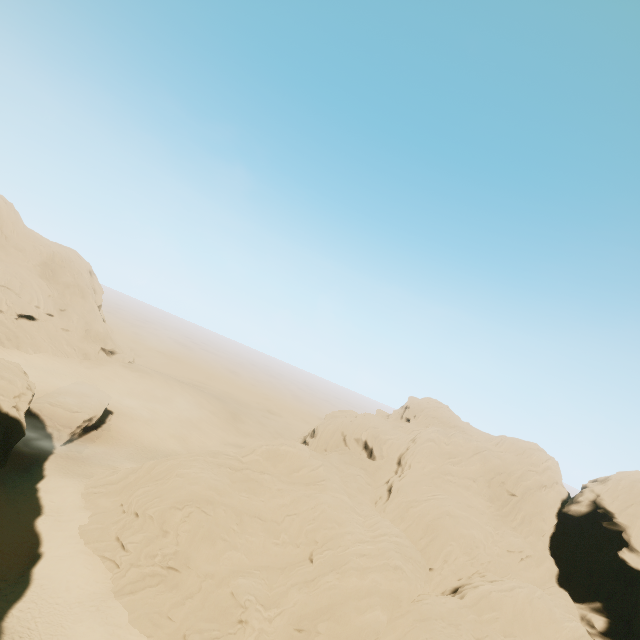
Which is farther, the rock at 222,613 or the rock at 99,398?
the rock at 99,398

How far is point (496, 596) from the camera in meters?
30.8

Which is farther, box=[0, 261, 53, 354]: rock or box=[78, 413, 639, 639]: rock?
box=[0, 261, 53, 354]: rock

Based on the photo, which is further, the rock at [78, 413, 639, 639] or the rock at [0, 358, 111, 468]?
the rock at [0, 358, 111, 468]

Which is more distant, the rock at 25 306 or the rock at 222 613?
the rock at 25 306

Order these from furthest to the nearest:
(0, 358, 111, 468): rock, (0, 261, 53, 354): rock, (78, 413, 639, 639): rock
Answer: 1. (0, 261, 53, 354): rock
2. (0, 358, 111, 468): rock
3. (78, 413, 639, 639): rock
